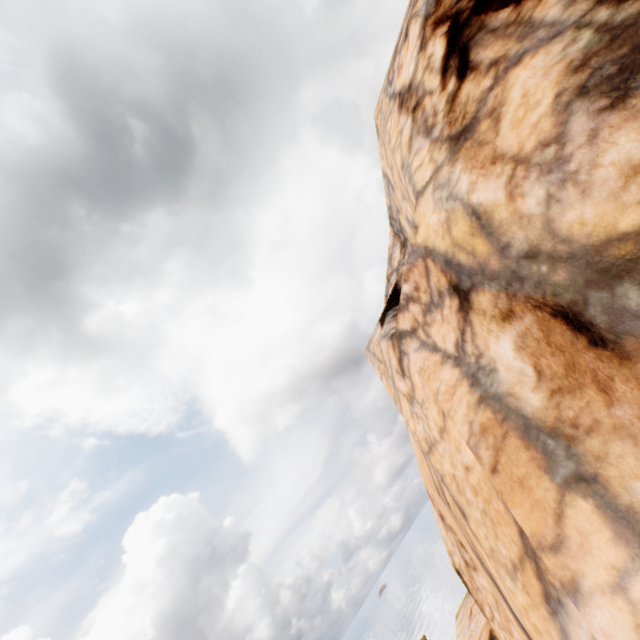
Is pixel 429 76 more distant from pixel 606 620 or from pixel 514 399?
pixel 606 620
